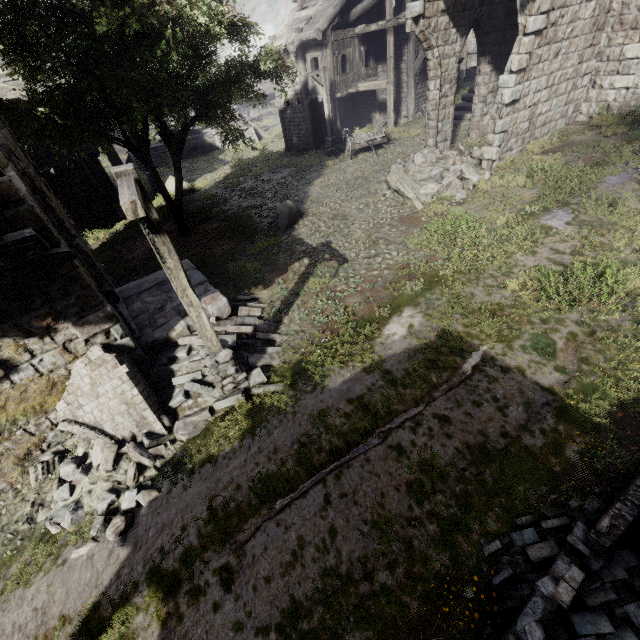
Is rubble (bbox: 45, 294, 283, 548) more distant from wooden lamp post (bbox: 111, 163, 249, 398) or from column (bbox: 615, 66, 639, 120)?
column (bbox: 615, 66, 639, 120)

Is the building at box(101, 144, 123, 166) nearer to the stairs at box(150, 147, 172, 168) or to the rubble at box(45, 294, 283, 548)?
the rubble at box(45, 294, 283, 548)

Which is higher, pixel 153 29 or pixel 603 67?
pixel 153 29

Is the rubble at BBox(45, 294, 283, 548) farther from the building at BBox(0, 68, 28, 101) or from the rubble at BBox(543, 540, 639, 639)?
the rubble at BBox(543, 540, 639, 639)

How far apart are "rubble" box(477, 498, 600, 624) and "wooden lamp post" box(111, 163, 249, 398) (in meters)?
4.89

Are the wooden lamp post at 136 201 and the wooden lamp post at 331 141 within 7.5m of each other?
no

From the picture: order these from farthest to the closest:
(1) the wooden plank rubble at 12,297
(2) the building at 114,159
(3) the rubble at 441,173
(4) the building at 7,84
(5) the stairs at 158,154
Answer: (5) the stairs at 158,154 < (2) the building at 114,159 < (4) the building at 7,84 < (3) the rubble at 441,173 < (1) the wooden plank rubble at 12,297

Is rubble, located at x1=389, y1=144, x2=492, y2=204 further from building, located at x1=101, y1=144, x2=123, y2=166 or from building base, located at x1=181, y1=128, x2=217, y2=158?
building base, located at x1=181, y1=128, x2=217, y2=158
